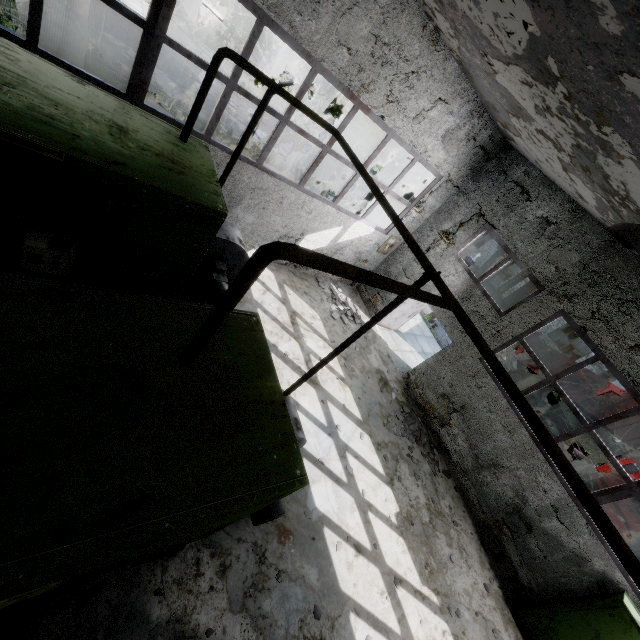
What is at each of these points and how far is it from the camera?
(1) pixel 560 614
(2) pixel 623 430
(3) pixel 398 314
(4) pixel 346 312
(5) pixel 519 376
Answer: (1) power box, 7.2m
(2) truck dump body, 13.0m
(3) door, 12.5m
(4) concrete debris, 11.5m
(5) truck, 17.0m

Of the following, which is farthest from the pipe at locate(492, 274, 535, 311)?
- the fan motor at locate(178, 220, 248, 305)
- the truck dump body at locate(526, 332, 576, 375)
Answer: the truck dump body at locate(526, 332, 576, 375)

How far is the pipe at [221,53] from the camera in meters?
4.6

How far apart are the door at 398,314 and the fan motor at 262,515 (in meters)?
7.55

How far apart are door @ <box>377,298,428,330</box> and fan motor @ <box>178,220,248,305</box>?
6.6m

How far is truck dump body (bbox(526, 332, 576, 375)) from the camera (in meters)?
15.18

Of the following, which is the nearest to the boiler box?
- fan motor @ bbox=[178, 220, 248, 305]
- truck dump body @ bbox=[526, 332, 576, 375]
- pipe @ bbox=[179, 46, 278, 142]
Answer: fan motor @ bbox=[178, 220, 248, 305]

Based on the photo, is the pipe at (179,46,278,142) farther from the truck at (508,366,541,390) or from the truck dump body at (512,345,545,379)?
the truck at (508,366,541,390)
